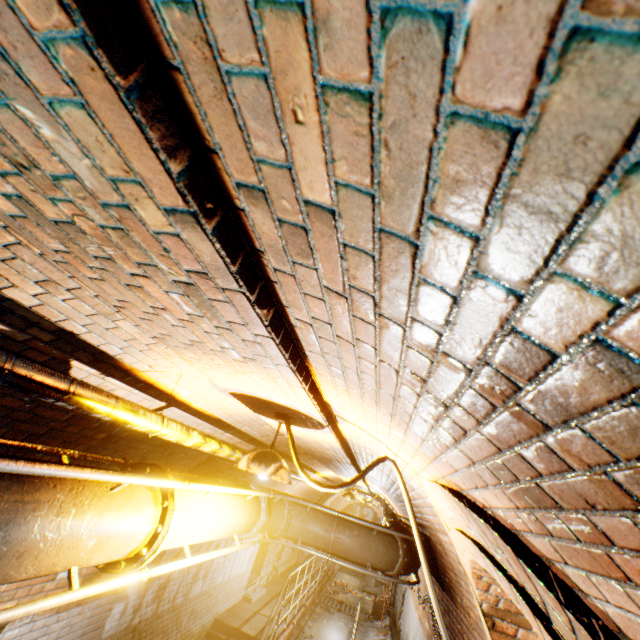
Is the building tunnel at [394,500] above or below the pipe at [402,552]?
above

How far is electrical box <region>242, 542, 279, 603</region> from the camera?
9.1 meters

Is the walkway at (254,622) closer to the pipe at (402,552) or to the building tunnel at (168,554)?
the building tunnel at (168,554)

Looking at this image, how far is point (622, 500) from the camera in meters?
0.6 m

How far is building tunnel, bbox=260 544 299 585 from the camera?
11.2m

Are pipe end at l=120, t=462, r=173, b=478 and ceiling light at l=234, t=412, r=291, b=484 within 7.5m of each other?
yes

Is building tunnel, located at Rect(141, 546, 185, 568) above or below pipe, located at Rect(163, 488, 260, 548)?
below

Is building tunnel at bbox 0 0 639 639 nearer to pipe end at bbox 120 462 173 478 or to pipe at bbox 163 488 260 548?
pipe at bbox 163 488 260 548
